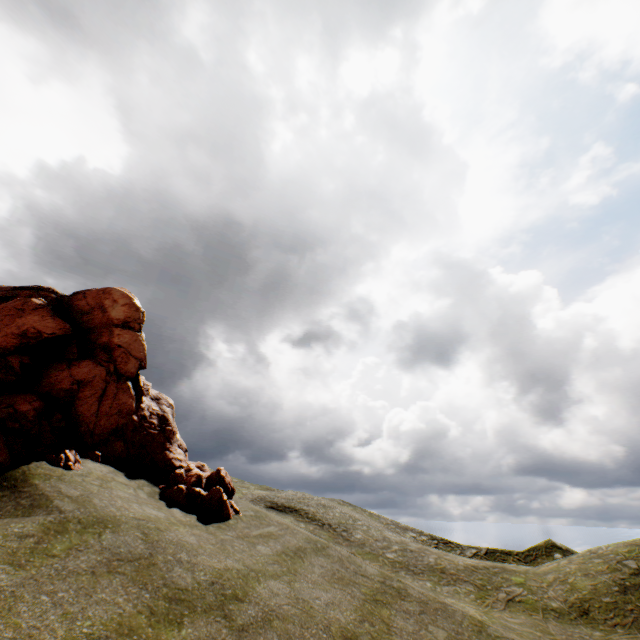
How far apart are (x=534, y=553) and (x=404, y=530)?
16.76m
